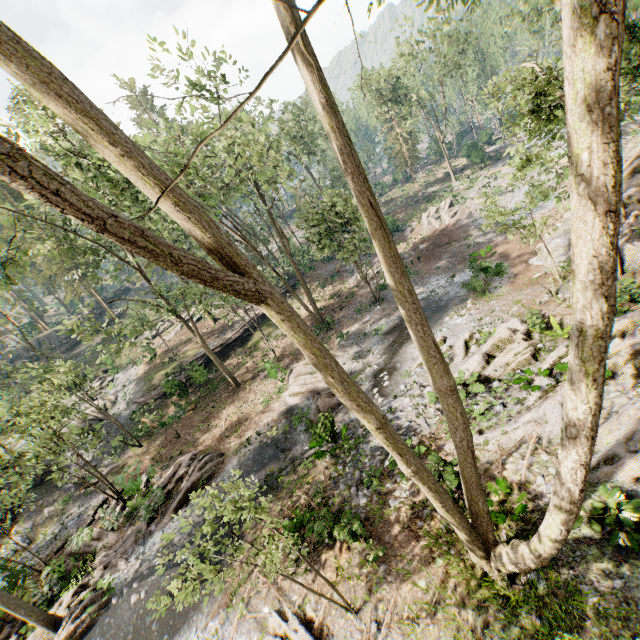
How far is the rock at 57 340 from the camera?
48.7 meters

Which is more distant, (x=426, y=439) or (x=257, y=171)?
(x=257, y=171)

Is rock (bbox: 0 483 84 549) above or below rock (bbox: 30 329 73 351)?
below

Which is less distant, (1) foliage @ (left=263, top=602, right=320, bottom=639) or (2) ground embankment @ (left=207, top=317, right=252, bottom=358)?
(1) foliage @ (left=263, top=602, right=320, bottom=639)

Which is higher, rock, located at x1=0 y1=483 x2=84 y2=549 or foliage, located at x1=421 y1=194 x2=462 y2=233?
foliage, located at x1=421 y1=194 x2=462 y2=233

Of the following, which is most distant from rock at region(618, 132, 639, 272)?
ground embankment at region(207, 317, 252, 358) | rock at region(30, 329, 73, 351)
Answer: rock at region(30, 329, 73, 351)

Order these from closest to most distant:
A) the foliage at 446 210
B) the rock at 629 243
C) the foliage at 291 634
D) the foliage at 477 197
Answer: the foliage at 291 634
the rock at 629 243
the foliage at 477 197
the foliage at 446 210

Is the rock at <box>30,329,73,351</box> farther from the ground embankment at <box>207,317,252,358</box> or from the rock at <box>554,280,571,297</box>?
the rock at <box>554,280,571,297</box>
